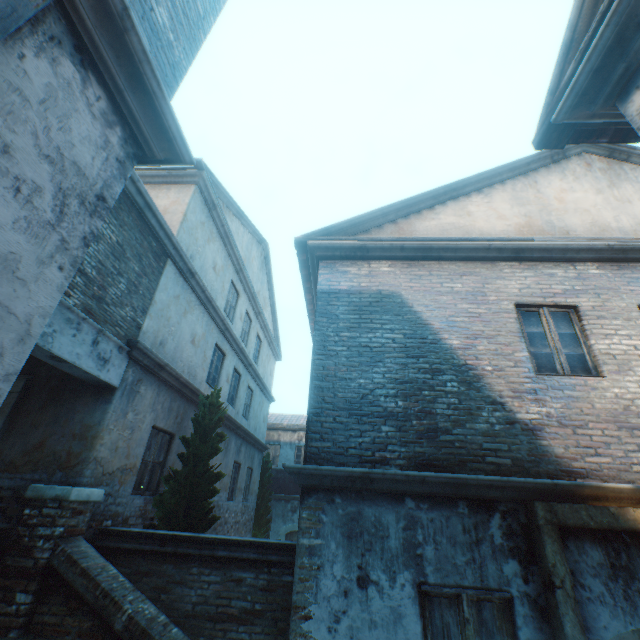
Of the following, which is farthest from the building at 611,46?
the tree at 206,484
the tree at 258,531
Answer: the tree at 258,531

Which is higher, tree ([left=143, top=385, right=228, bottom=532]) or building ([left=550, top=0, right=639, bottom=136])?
building ([left=550, top=0, right=639, bottom=136])

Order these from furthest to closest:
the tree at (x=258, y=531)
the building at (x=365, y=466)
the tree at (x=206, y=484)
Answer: the tree at (x=258, y=531)
the tree at (x=206, y=484)
the building at (x=365, y=466)

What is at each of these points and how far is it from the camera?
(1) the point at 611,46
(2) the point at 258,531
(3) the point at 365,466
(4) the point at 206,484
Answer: (1) building, 2.21m
(2) tree, 15.24m
(3) building, 4.42m
(4) tree, 6.58m

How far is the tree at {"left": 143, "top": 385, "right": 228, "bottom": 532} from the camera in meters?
6.2

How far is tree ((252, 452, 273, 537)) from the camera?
15.3 meters

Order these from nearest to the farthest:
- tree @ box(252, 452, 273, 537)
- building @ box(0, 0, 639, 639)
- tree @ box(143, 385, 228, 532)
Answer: building @ box(0, 0, 639, 639) < tree @ box(143, 385, 228, 532) < tree @ box(252, 452, 273, 537)

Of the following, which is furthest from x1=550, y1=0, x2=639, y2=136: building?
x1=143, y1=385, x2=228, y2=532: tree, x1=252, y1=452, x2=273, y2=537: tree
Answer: A: x1=252, y1=452, x2=273, y2=537: tree
